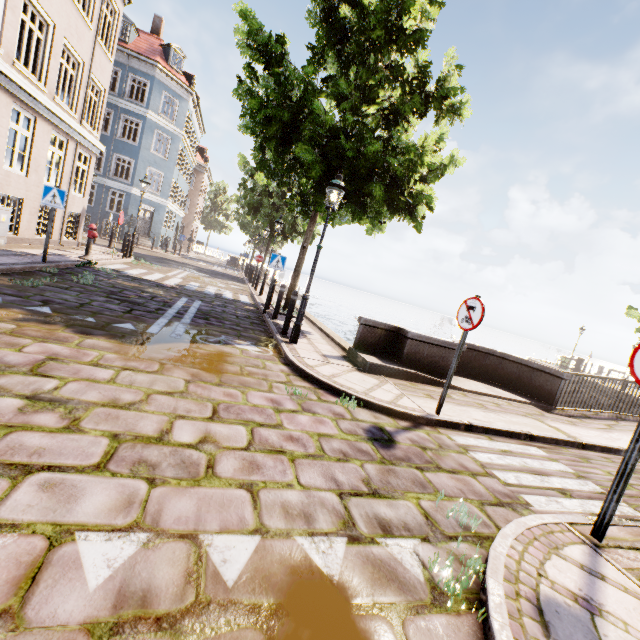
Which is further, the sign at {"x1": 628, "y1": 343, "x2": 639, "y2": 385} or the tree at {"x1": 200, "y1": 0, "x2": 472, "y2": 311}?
the tree at {"x1": 200, "y1": 0, "x2": 472, "y2": 311}

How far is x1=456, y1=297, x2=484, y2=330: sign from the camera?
4.76m

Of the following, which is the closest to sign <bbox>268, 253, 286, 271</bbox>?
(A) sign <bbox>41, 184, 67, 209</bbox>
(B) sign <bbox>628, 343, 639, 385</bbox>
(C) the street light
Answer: (C) the street light

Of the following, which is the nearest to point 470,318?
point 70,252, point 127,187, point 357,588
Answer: point 357,588

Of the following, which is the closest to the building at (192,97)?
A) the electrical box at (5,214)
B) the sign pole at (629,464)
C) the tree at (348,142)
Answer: the electrical box at (5,214)

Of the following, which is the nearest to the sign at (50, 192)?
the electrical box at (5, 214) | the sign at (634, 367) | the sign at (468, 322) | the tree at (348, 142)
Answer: the electrical box at (5, 214)

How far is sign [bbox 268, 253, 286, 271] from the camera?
9.9m

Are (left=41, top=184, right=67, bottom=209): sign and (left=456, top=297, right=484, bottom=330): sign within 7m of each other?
no
